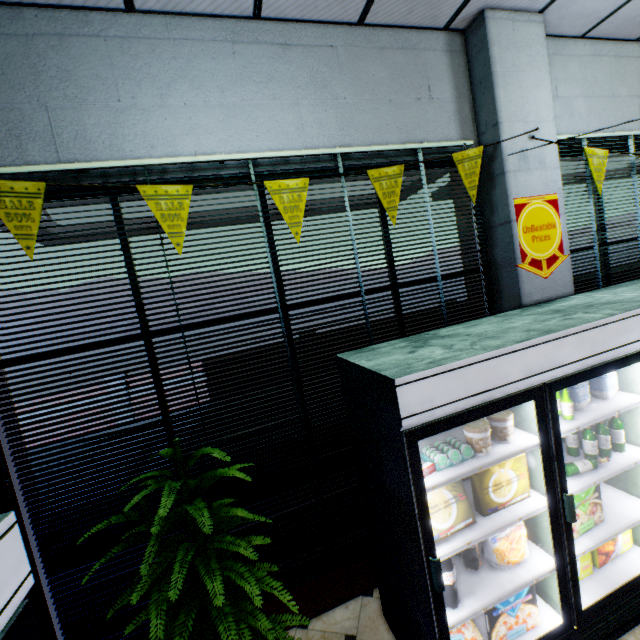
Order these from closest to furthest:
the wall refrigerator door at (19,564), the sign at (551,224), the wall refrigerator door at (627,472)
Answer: the wall refrigerator door at (19,564) < the wall refrigerator door at (627,472) < the sign at (551,224)

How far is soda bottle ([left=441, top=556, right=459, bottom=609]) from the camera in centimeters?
194cm

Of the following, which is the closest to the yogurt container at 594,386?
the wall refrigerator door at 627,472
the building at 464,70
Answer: the wall refrigerator door at 627,472

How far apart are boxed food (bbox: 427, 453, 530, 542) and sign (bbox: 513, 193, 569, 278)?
1.7m

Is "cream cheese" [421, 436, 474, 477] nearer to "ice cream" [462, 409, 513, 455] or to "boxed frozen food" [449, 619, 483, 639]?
"ice cream" [462, 409, 513, 455]

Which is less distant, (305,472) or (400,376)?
(400,376)

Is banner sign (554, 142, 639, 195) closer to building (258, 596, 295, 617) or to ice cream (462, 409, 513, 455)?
building (258, 596, 295, 617)

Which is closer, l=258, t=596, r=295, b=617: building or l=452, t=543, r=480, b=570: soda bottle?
l=452, t=543, r=480, b=570: soda bottle
